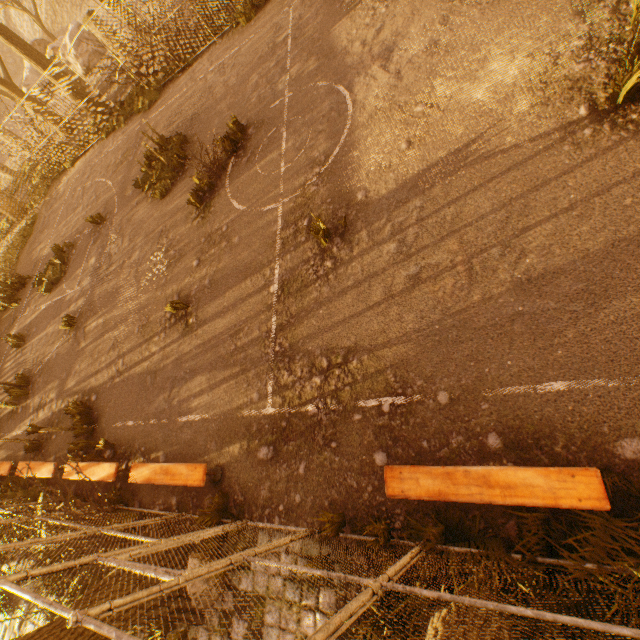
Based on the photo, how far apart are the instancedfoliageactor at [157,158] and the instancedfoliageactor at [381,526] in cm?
1070

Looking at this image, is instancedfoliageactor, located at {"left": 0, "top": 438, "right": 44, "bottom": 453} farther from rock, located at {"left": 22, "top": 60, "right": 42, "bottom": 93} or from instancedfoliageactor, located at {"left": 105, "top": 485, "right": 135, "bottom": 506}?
rock, located at {"left": 22, "top": 60, "right": 42, "bottom": 93}

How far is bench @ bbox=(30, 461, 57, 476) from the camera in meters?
7.5

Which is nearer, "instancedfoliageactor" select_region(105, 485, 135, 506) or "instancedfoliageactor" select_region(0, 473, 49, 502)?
"instancedfoliageactor" select_region(105, 485, 135, 506)

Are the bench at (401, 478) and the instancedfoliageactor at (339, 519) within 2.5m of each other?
yes

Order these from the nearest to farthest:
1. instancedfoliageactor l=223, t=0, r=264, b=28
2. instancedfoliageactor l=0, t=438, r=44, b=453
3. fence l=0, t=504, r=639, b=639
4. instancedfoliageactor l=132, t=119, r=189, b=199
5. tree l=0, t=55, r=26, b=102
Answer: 1. fence l=0, t=504, r=639, b=639
2. instancedfoliageactor l=0, t=438, r=44, b=453
3. instancedfoliageactor l=132, t=119, r=189, b=199
4. instancedfoliageactor l=223, t=0, r=264, b=28
5. tree l=0, t=55, r=26, b=102

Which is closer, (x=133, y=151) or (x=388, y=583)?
(x=388, y=583)

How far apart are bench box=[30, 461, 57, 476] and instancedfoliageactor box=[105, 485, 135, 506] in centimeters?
175cm
